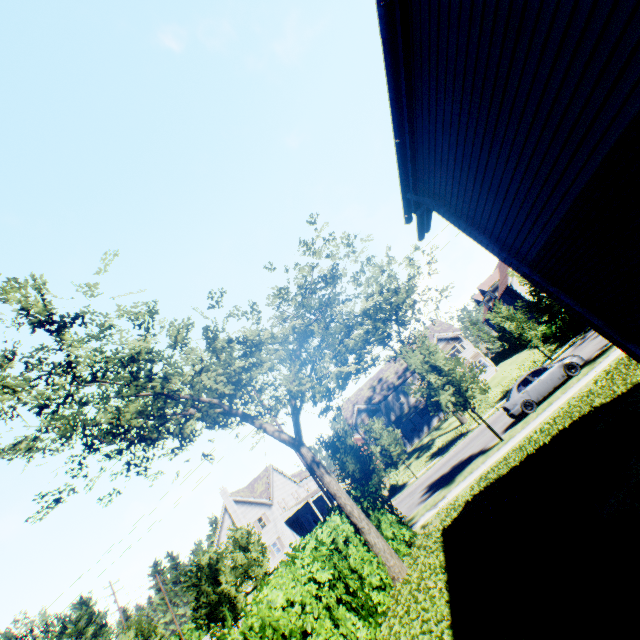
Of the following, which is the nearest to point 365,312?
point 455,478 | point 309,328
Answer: point 309,328

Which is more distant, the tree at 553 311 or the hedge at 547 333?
the hedge at 547 333

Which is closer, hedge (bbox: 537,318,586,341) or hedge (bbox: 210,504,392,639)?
hedge (bbox: 210,504,392,639)

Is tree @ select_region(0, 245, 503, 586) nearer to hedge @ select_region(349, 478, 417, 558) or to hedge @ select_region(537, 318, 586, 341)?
hedge @ select_region(349, 478, 417, 558)

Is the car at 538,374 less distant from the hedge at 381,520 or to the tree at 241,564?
the tree at 241,564

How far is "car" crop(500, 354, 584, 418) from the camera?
17.2 meters
